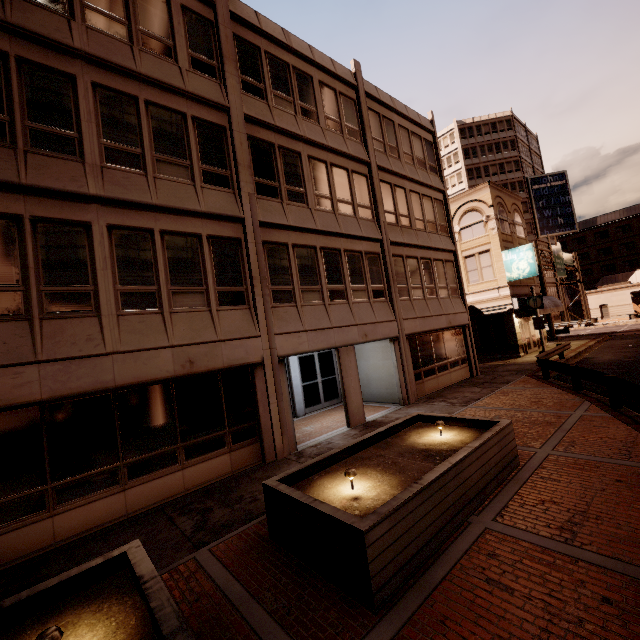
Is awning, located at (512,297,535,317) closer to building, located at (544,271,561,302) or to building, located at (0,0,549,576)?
building, located at (0,0,549,576)

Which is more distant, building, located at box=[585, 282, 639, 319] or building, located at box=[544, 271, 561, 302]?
building, located at box=[544, 271, 561, 302]

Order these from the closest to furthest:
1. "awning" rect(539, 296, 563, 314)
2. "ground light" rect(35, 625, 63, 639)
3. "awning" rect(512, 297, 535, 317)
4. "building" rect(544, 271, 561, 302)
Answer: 1. "ground light" rect(35, 625, 63, 639)
2. "awning" rect(512, 297, 535, 317)
3. "awning" rect(539, 296, 563, 314)
4. "building" rect(544, 271, 561, 302)

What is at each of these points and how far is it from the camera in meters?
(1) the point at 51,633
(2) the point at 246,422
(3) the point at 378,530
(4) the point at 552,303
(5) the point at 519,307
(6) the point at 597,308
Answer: (1) ground light, 2.9 m
(2) building, 9.6 m
(3) planter, 4.1 m
(4) awning, 25.5 m
(5) awning, 23.4 m
(6) building, 52.2 m

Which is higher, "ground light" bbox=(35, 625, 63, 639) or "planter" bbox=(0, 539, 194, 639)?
"ground light" bbox=(35, 625, 63, 639)

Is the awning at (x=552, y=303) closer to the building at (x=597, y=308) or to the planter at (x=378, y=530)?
the planter at (x=378, y=530)

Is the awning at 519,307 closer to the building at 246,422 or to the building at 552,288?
the building at 246,422

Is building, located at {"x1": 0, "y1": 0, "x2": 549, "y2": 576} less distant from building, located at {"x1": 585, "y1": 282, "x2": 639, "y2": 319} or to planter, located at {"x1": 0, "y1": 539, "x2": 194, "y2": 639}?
planter, located at {"x1": 0, "y1": 539, "x2": 194, "y2": 639}
